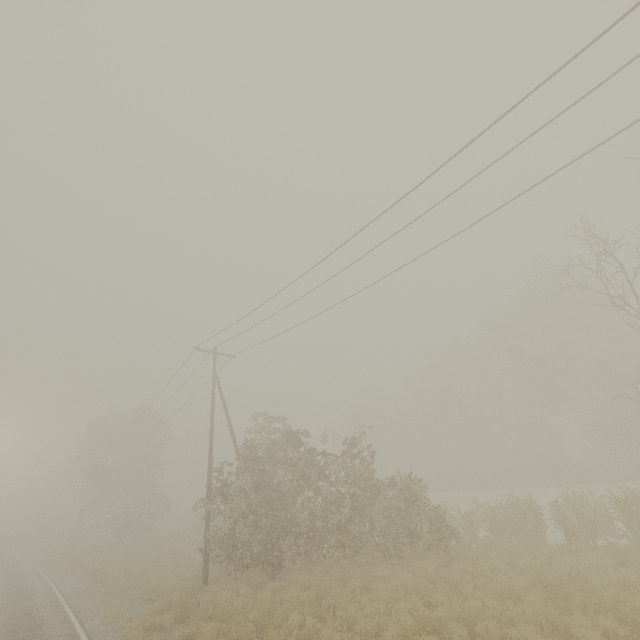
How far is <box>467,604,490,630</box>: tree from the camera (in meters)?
7.56

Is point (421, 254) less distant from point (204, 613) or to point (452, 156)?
point (452, 156)

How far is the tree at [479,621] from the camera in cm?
756
